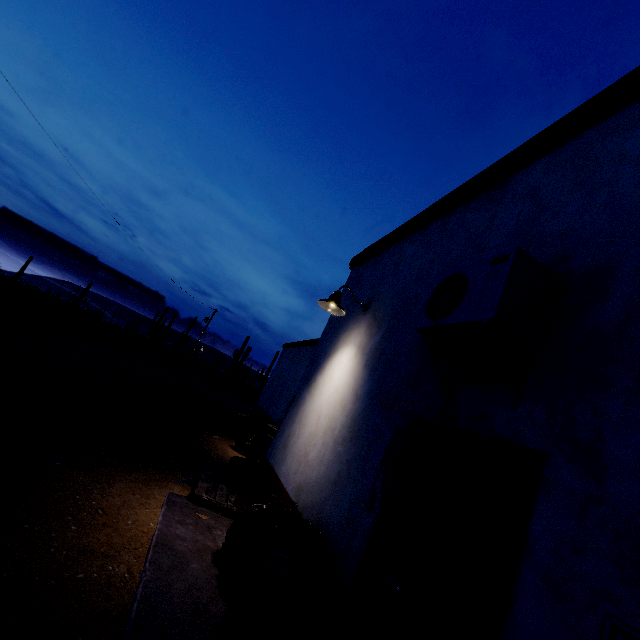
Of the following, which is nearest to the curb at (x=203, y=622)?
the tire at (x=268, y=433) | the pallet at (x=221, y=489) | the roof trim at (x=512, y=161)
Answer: the pallet at (x=221, y=489)

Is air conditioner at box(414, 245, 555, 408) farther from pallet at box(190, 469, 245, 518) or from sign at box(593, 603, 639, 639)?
pallet at box(190, 469, 245, 518)

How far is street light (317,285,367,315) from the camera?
4.61m

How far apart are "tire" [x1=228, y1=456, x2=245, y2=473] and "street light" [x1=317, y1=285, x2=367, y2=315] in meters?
3.5 m

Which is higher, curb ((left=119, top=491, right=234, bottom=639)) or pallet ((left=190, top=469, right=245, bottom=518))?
pallet ((left=190, top=469, right=245, bottom=518))

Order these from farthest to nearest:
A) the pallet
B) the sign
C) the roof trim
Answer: the pallet → the roof trim → the sign

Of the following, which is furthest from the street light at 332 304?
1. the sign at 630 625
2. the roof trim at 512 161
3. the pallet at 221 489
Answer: the sign at 630 625

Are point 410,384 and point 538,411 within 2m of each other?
yes
